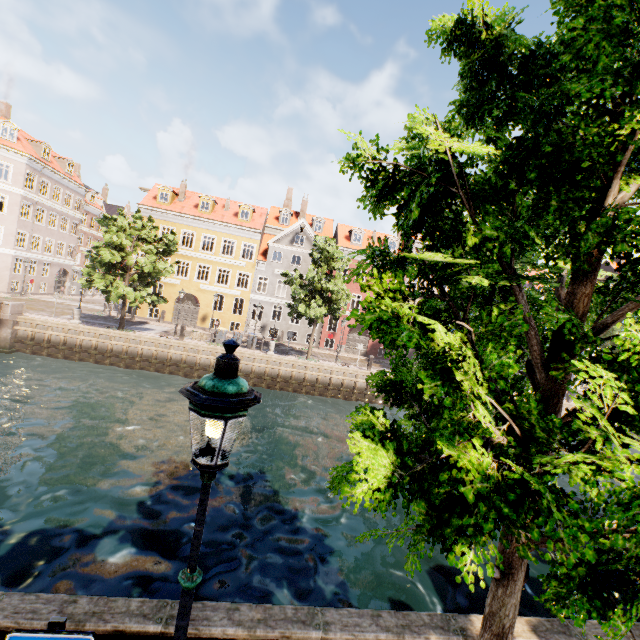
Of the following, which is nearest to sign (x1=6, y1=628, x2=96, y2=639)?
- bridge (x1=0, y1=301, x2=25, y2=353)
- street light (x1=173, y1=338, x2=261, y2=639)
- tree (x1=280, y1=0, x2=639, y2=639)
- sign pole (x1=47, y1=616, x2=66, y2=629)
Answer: sign pole (x1=47, y1=616, x2=66, y2=629)

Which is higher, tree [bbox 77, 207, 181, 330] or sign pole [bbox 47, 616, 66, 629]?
tree [bbox 77, 207, 181, 330]

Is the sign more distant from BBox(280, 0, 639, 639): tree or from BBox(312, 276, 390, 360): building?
BBox(312, 276, 390, 360): building

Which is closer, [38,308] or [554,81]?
[554,81]

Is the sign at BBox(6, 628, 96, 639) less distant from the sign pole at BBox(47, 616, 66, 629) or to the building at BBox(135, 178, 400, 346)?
the sign pole at BBox(47, 616, 66, 629)

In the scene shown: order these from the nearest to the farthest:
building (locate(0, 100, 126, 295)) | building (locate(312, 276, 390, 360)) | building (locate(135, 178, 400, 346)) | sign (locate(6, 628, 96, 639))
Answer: sign (locate(6, 628, 96, 639)), building (locate(0, 100, 126, 295)), building (locate(135, 178, 400, 346)), building (locate(312, 276, 390, 360))

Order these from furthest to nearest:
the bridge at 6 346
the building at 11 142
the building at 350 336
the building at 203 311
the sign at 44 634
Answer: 1. the building at 350 336
2. the building at 203 311
3. the building at 11 142
4. the bridge at 6 346
5. the sign at 44 634

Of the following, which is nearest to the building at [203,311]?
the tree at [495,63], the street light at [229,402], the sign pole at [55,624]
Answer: the street light at [229,402]
